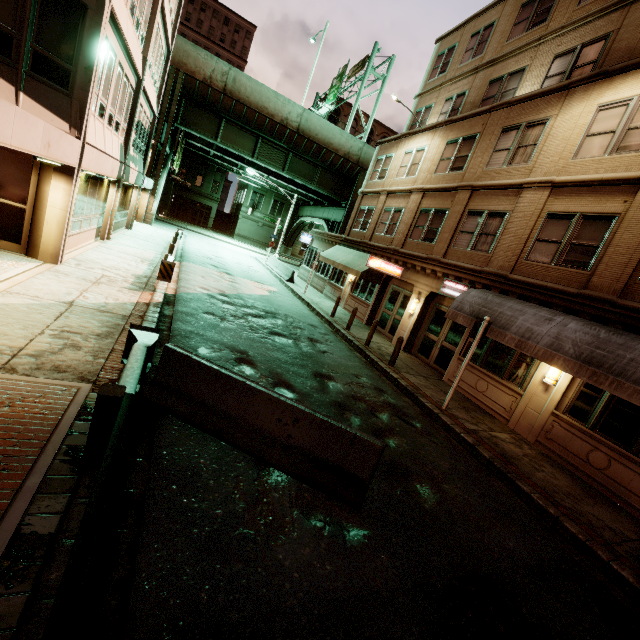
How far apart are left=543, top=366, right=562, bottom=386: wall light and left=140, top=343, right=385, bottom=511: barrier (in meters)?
7.44

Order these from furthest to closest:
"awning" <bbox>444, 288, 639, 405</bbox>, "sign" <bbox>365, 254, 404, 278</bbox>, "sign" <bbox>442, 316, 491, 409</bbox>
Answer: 1. "sign" <bbox>365, 254, 404, 278</bbox>
2. "sign" <bbox>442, 316, 491, 409</bbox>
3. "awning" <bbox>444, 288, 639, 405</bbox>

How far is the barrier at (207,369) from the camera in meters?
4.9

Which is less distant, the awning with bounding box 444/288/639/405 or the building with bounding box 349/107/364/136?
the awning with bounding box 444/288/639/405

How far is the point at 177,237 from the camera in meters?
19.0

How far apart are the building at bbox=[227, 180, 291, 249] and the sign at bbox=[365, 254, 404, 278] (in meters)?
39.82

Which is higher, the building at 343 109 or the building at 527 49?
the building at 343 109

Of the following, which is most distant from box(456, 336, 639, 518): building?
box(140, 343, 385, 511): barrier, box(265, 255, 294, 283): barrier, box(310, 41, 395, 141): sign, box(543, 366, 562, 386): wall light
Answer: box(140, 343, 385, 511): barrier
